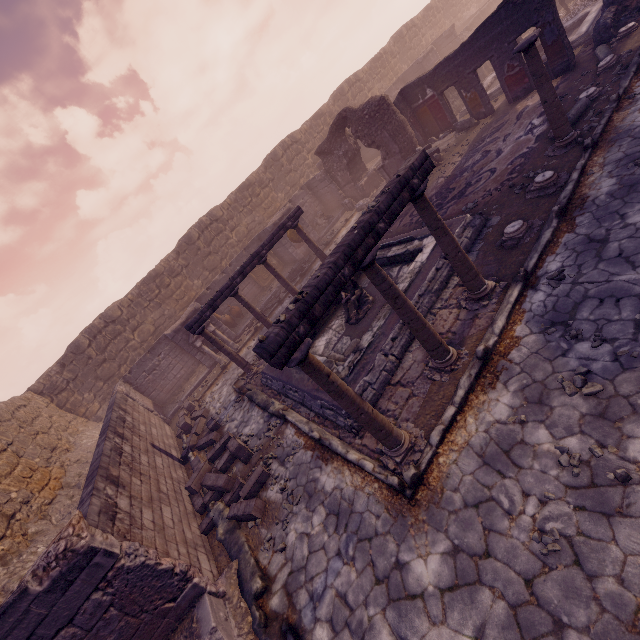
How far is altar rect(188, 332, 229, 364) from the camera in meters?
13.7 m

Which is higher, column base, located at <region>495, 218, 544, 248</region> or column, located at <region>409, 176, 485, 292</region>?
column, located at <region>409, 176, 485, 292</region>

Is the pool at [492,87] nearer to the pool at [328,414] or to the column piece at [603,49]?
the column piece at [603,49]

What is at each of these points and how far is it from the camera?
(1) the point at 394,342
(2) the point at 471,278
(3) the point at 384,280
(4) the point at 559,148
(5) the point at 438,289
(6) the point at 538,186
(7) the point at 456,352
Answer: (1) pool, 6.5 meters
(2) column, 5.7 meters
(3) column, 4.6 meters
(4) column base, 7.6 meters
(5) pool, 6.9 meters
(6) column base, 7.0 meters
(7) column base, 5.4 meters

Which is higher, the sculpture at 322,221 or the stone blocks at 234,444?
the sculpture at 322,221

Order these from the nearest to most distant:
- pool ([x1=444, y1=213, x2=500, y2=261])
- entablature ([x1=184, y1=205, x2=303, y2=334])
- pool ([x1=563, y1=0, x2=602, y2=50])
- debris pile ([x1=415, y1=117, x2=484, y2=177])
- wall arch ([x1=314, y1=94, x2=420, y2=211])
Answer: pool ([x1=444, y1=213, x2=500, y2=261]), entablature ([x1=184, y1=205, x2=303, y2=334]), pool ([x1=563, y1=0, x2=602, y2=50]), debris pile ([x1=415, y1=117, x2=484, y2=177]), wall arch ([x1=314, y1=94, x2=420, y2=211])

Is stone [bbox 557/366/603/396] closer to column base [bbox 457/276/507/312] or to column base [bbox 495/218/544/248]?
→ column base [bbox 457/276/507/312]

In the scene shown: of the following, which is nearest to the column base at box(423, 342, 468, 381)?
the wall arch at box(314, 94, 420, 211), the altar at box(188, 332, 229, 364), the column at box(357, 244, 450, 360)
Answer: the column at box(357, 244, 450, 360)
